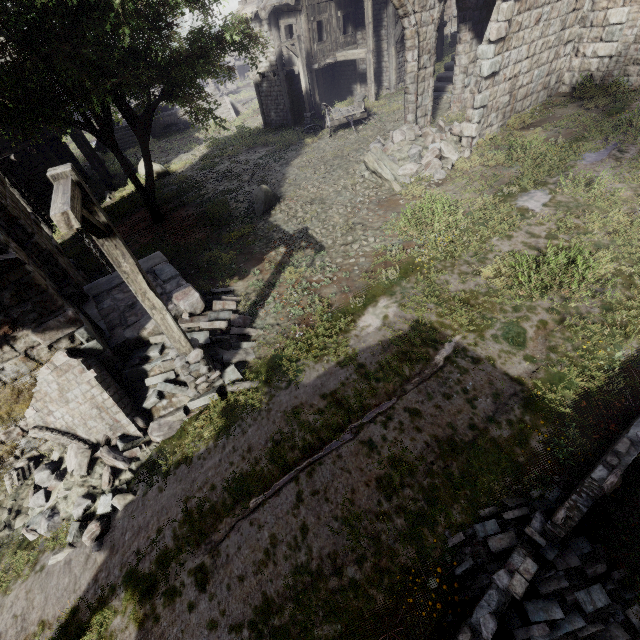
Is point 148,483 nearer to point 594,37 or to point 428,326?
point 428,326

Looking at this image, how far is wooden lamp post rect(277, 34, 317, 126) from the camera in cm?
1692

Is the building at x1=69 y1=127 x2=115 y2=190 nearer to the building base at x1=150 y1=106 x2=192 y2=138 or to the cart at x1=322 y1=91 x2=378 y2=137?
the cart at x1=322 y1=91 x2=378 y2=137

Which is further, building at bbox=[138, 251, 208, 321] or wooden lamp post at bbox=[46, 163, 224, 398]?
building at bbox=[138, 251, 208, 321]

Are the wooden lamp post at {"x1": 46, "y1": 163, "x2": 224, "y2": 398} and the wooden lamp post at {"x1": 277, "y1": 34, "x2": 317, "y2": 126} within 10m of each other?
no

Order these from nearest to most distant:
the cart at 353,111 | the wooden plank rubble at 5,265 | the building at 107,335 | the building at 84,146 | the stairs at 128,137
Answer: the wooden plank rubble at 5,265
the building at 107,335
the cart at 353,111
the building at 84,146
the stairs at 128,137

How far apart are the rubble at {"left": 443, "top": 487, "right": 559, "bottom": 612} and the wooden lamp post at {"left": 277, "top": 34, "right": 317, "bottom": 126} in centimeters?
2081cm

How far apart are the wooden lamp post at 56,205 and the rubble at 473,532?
4.9 meters
